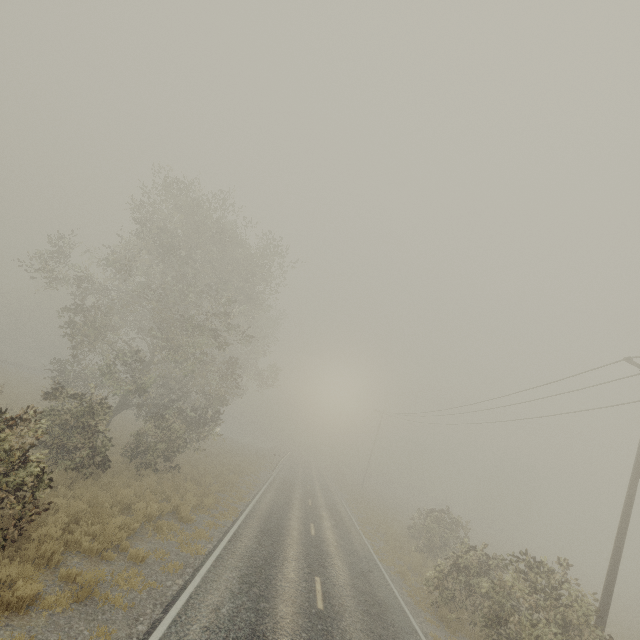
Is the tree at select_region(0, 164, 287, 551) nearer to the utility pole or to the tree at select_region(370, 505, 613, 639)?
the tree at select_region(370, 505, 613, 639)

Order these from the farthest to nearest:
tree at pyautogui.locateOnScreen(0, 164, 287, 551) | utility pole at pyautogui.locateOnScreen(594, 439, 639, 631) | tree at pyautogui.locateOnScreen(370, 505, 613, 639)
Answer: tree at pyautogui.locateOnScreen(0, 164, 287, 551)
utility pole at pyautogui.locateOnScreen(594, 439, 639, 631)
tree at pyautogui.locateOnScreen(370, 505, 613, 639)

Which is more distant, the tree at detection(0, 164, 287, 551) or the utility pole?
the tree at detection(0, 164, 287, 551)

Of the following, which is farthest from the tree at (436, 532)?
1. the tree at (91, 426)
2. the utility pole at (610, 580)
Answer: the tree at (91, 426)

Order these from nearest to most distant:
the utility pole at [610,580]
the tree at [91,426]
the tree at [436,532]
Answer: the tree at [436,532]
the utility pole at [610,580]
the tree at [91,426]

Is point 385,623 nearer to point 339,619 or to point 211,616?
point 339,619

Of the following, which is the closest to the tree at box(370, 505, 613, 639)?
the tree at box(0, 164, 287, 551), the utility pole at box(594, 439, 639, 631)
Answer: the utility pole at box(594, 439, 639, 631)
